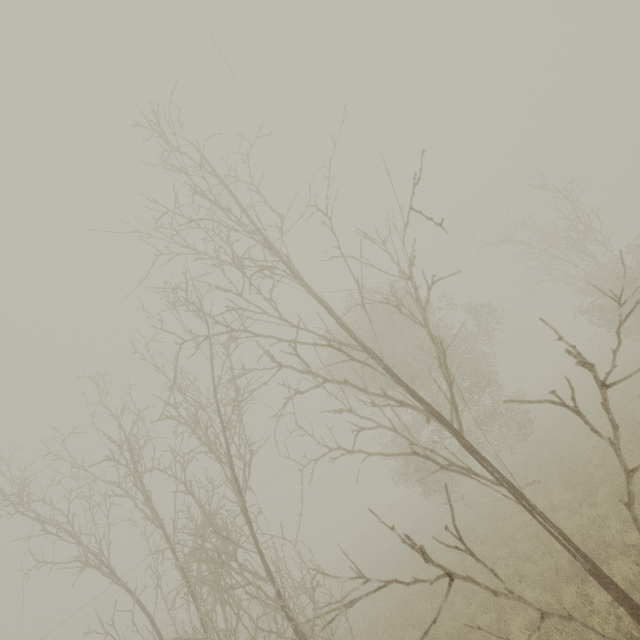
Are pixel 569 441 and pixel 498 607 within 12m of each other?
yes
